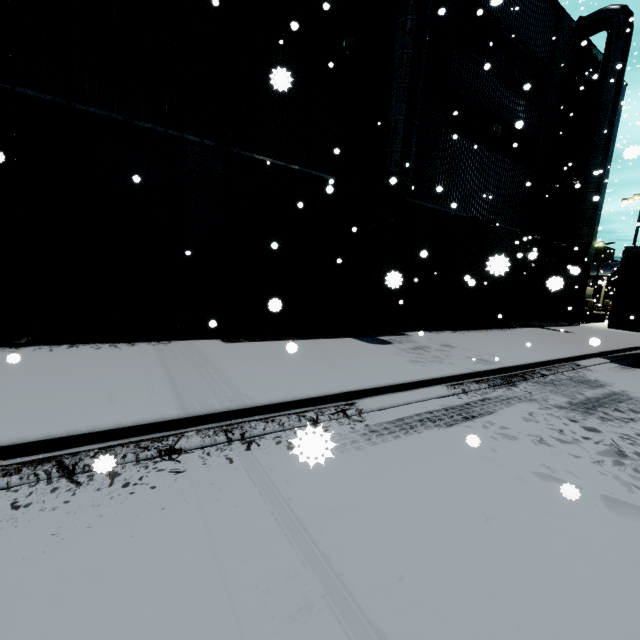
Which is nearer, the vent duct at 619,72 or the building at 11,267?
the building at 11,267

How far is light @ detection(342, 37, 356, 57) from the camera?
9.38m

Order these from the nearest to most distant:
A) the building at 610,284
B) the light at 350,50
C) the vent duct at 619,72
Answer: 1. the light at 350,50
2. the vent duct at 619,72
3. the building at 610,284

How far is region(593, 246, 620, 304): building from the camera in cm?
4781

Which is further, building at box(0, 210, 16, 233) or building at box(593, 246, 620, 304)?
building at box(593, 246, 620, 304)

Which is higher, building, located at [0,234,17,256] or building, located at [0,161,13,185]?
building, located at [0,161,13,185]

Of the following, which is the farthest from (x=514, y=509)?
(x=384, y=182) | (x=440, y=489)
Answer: (x=384, y=182)

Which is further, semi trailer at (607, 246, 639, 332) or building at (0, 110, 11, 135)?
semi trailer at (607, 246, 639, 332)
